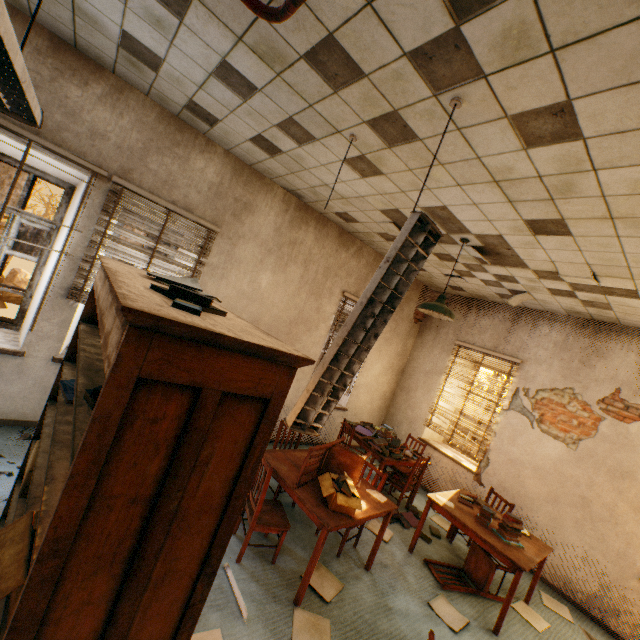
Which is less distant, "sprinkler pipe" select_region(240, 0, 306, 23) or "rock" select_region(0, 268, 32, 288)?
"sprinkler pipe" select_region(240, 0, 306, 23)

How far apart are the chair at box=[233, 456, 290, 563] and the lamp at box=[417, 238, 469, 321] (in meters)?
1.82

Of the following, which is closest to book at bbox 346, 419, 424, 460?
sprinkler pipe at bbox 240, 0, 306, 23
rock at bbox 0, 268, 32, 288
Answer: sprinkler pipe at bbox 240, 0, 306, 23

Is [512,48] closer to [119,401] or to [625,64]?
[625,64]

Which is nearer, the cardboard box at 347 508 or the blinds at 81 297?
the cardboard box at 347 508

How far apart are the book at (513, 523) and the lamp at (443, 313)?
2.4 meters

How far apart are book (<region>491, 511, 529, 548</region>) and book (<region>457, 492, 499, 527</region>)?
Answer: 0.2 meters

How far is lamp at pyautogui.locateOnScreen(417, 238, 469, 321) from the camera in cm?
385
